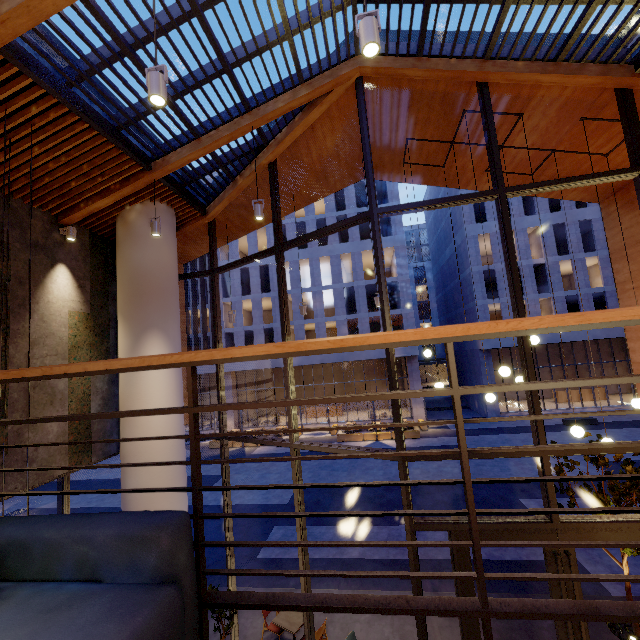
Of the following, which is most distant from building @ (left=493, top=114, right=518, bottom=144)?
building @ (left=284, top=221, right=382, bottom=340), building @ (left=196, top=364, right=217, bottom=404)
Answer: building @ (left=196, top=364, right=217, bottom=404)

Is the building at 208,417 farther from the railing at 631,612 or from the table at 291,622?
the railing at 631,612

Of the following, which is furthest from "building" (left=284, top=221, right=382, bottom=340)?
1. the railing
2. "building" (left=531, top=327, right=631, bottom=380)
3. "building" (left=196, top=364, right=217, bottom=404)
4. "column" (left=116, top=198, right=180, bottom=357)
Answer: the railing

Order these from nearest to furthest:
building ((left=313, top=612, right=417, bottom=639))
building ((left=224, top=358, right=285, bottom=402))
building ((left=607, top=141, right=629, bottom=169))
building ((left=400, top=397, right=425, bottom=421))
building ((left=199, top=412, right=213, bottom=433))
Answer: building ((left=607, top=141, right=629, bottom=169))
building ((left=313, top=612, right=417, bottom=639))
building ((left=400, top=397, right=425, bottom=421))
building ((left=224, top=358, right=285, bottom=402))
building ((left=199, top=412, right=213, bottom=433))

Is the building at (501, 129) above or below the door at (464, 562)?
above

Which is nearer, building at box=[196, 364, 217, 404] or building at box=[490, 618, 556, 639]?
building at box=[490, 618, 556, 639]

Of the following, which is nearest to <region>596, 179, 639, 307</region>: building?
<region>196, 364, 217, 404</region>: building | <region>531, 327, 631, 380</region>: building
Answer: <region>196, 364, 217, 404</region>: building

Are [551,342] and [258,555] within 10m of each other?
no
